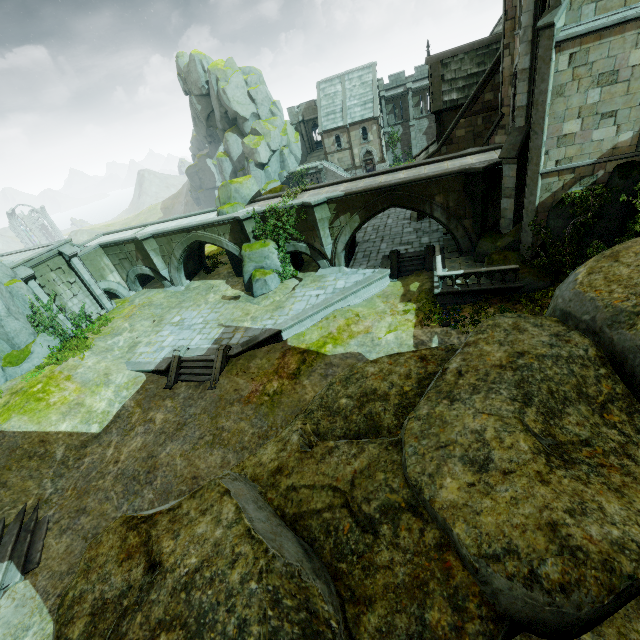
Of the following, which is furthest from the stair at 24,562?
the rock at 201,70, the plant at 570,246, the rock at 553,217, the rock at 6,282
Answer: the rock at 201,70

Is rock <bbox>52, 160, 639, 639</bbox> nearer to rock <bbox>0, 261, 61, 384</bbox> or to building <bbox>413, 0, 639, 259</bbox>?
building <bbox>413, 0, 639, 259</bbox>

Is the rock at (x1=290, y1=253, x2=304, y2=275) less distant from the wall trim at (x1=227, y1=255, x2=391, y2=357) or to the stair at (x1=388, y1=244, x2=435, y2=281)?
the wall trim at (x1=227, y1=255, x2=391, y2=357)

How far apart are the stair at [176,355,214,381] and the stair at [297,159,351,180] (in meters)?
38.34

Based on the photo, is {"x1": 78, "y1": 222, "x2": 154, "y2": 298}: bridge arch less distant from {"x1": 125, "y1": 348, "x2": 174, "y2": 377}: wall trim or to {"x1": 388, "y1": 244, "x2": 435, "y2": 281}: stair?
{"x1": 125, "y1": 348, "x2": 174, "y2": 377}: wall trim

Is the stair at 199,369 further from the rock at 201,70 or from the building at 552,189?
the rock at 201,70

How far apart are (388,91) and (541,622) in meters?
56.0 m

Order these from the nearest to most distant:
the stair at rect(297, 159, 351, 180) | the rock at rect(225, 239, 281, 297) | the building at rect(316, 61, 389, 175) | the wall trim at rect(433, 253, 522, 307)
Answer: the wall trim at rect(433, 253, 522, 307), the rock at rect(225, 239, 281, 297), the building at rect(316, 61, 389, 175), the stair at rect(297, 159, 351, 180)
